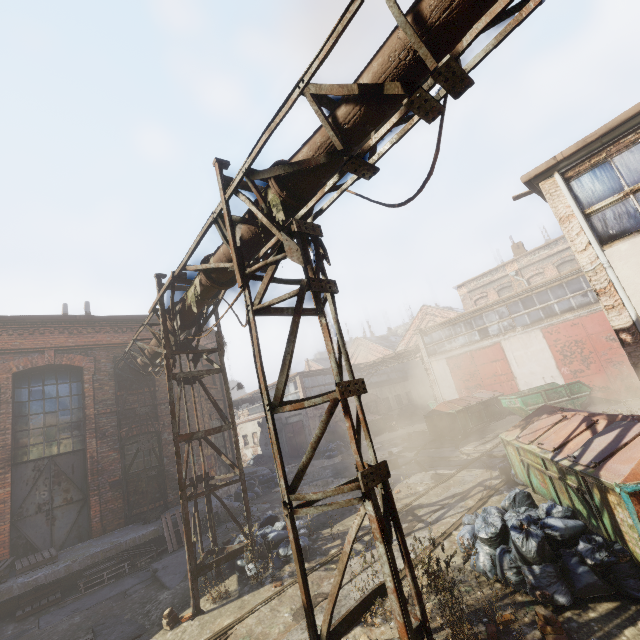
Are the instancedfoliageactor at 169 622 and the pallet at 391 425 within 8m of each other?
Result: no

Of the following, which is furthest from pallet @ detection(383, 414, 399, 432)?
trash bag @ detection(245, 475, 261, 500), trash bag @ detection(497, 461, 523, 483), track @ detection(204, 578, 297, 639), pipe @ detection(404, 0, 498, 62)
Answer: pipe @ detection(404, 0, 498, 62)

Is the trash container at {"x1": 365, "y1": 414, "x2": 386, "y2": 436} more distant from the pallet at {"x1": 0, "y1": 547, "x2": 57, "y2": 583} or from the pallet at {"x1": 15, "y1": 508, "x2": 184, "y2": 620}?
the pallet at {"x1": 0, "y1": 547, "x2": 57, "y2": 583}

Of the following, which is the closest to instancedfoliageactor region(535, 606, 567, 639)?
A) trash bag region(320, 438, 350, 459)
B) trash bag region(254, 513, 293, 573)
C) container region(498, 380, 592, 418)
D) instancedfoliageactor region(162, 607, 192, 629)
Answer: trash bag region(254, 513, 293, 573)

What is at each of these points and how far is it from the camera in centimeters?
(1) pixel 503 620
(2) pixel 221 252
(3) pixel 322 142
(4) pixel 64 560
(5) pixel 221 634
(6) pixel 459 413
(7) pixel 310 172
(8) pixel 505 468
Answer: (1) instancedfoliageactor, 402cm
(2) pipe, 562cm
(3) pipe, 378cm
(4) building, 884cm
(5) track, 509cm
(6) trash container, 1631cm
(7) pipe, 405cm
(8) trash bag, 873cm

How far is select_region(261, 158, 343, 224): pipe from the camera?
4.0 meters

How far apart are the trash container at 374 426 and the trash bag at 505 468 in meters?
14.9

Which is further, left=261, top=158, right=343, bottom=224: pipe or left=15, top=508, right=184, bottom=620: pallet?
left=15, top=508, right=184, bottom=620: pallet
